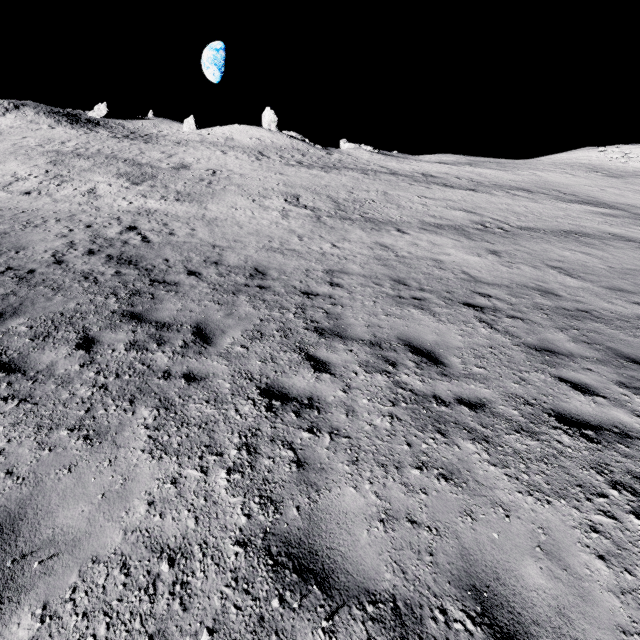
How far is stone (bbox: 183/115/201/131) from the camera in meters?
54.6 m

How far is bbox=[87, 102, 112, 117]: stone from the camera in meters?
54.1

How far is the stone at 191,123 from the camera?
54.59m

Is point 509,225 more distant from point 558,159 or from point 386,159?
point 558,159

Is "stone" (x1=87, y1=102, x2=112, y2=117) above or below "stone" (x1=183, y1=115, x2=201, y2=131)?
above

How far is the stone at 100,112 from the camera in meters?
54.1 m
